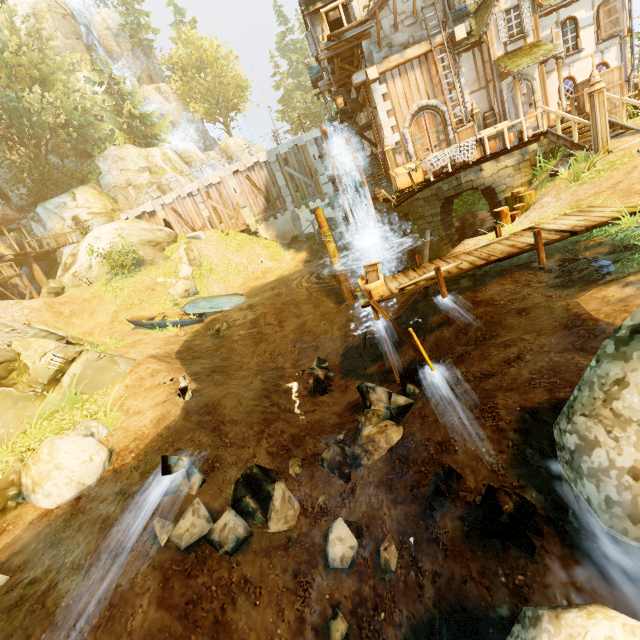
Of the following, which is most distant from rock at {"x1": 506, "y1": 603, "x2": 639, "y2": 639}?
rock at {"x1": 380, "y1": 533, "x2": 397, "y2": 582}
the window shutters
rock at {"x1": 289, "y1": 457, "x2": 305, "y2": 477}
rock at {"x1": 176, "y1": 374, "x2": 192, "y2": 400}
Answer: the window shutters

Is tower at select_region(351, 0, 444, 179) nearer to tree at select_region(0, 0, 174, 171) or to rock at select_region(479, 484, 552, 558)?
tree at select_region(0, 0, 174, 171)

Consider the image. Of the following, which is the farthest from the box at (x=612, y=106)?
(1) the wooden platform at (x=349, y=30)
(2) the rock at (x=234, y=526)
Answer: (2) the rock at (x=234, y=526)

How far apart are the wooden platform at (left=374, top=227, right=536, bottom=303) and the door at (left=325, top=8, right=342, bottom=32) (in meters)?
13.40

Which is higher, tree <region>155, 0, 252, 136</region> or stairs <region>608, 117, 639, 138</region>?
tree <region>155, 0, 252, 136</region>

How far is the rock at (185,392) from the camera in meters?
8.4

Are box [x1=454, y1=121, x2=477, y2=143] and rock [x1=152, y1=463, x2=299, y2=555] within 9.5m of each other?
no

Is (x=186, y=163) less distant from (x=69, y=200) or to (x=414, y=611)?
(x=69, y=200)
